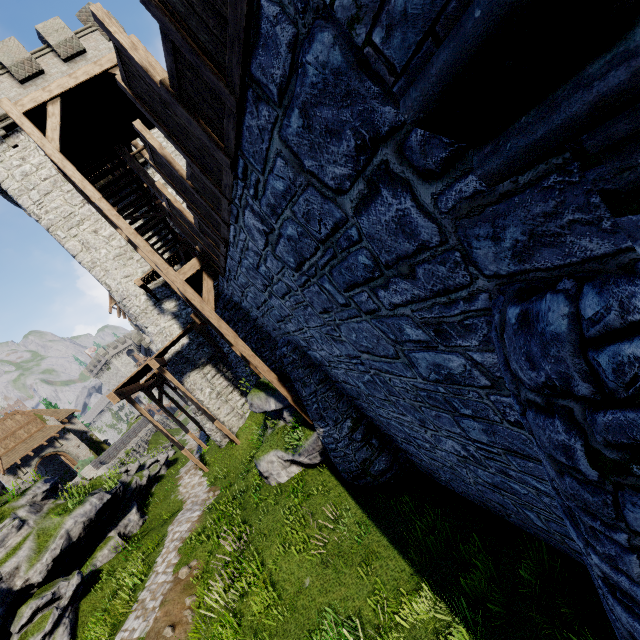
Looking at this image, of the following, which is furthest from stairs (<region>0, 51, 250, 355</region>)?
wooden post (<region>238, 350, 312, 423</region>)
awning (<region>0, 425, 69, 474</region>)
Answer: awning (<region>0, 425, 69, 474</region>)

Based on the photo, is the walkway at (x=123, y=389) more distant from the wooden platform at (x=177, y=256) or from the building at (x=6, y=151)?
the wooden platform at (x=177, y=256)

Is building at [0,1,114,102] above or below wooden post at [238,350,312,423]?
above

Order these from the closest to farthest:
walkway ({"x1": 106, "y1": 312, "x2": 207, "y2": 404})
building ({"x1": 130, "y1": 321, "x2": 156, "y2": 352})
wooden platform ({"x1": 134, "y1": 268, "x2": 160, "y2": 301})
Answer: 1. walkway ({"x1": 106, "y1": 312, "x2": 207, "y2": 404})
2. wooden platform ({"x1": 134, "y1": 268, "x2": 160, "y2": 301})
3. building ({"x1": 130, "y1": 321, "x2": 156, "y2": 352})

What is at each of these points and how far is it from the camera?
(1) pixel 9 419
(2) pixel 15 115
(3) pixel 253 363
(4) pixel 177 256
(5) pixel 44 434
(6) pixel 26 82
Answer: (1) building, 31.7 meters
(2) stairs, 8.3 meters
(3) wooden post, 9.5 meters
(4) wooden platform, 17.5 meters
(5) awning, 32.6 meters
(6) building, 16.8 meters

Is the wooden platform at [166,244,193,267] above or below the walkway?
above

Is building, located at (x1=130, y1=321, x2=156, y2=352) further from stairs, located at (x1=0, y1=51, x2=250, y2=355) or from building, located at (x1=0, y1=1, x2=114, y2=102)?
stairs, located at (x1=0, y1=51, x2=250, y2=355)

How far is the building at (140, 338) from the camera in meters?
50.2
